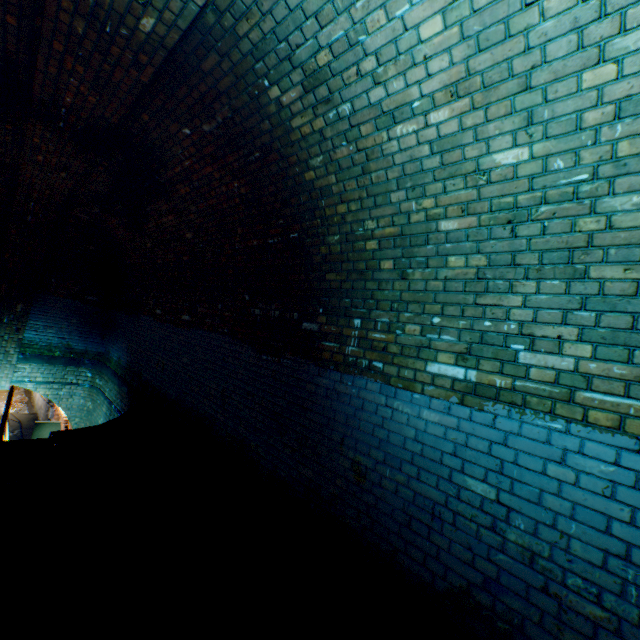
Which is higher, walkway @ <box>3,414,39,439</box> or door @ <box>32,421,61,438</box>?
door @ <box>32,421,61,438</box>

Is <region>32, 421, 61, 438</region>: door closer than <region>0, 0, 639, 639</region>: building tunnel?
No

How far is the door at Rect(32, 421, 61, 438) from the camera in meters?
10.7

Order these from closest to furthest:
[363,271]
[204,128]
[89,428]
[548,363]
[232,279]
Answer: [548,363] → [363,271] → [204,128] → [232,279] → [89,428]

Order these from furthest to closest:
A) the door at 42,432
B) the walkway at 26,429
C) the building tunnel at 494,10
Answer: the walkway at 26,429, the door at 42,432, the building tunnel at 494,10

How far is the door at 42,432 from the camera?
10.7 meters

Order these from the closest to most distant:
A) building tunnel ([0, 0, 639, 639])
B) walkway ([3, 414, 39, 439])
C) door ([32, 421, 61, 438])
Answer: building tunnel ([0, 0, 639, 639]), door ([32, 421, 61, 438]), walkway ([3, 414, 39, 439])

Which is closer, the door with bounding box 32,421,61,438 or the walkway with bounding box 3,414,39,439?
the door with bounding box 32,421,61,438
